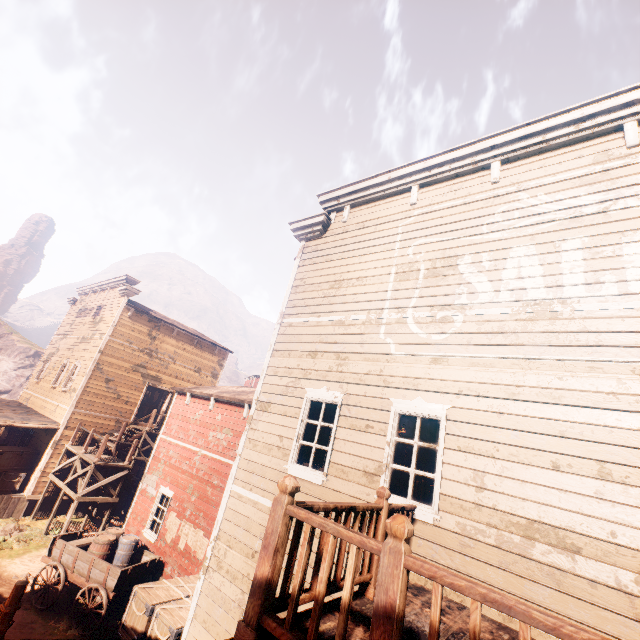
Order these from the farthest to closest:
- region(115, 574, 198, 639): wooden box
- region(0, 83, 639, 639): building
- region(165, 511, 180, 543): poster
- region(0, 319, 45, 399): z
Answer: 1. region(0, 319, 45, 399): z
2. region(165, 511, 180, 543): poster
3. region(115, 574, 198, 639): wooden box
4. region(0, 83, 639, 639): building

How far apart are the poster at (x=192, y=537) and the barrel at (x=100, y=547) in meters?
1.2

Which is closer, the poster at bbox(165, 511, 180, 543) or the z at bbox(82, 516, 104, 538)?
the poster at bbox(165, 511, 180, 543)

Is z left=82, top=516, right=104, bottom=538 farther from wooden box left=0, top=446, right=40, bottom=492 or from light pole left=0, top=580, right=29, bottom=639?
wooden box left=0, top=446, right=40, bottom=492

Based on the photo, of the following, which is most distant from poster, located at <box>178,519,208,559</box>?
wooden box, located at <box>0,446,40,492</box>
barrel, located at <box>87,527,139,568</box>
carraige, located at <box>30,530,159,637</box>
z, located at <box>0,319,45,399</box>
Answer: wooden box, located at <box>0,446,40,492</box>

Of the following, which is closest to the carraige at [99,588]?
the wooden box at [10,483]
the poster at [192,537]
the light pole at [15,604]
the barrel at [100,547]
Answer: the barrel at [100,547]

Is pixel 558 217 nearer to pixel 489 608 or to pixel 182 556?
pixel 489 608

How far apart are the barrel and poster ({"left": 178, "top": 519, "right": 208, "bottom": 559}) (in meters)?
1.21
